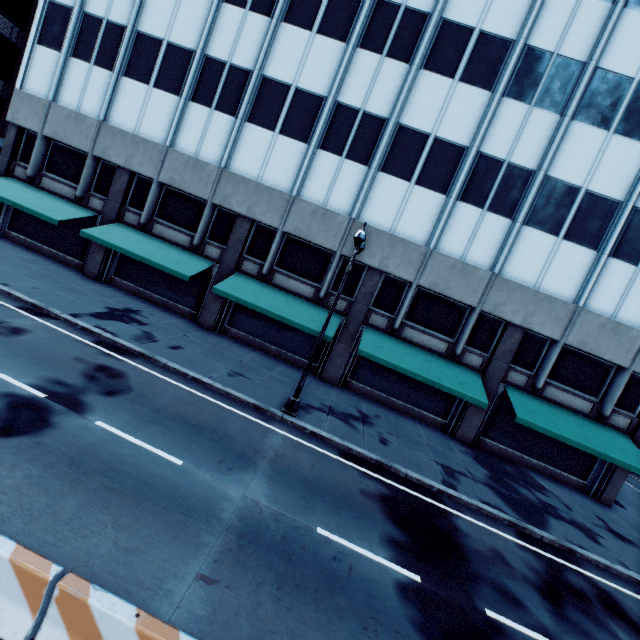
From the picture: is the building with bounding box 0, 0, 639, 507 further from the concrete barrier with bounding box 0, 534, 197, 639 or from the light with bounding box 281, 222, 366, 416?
the concrete barrier with bounding box 0, 534, 197, 639

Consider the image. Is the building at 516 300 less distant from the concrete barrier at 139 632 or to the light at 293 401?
the light at 293 401

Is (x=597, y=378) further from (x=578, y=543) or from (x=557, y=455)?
(x=578, y=543)

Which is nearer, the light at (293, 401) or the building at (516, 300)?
the light at (293, 401)

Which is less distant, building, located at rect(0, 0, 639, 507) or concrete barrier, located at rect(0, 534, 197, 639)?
concrete barrier, located at rect(0, 534, 197, 639)

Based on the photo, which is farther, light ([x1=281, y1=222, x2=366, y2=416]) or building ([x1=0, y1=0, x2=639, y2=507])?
building ([x1=0, y1=0, x2=639, y2=507])

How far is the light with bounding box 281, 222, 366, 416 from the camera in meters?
10.8 m

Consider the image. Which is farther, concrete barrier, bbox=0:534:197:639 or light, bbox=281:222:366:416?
light, bbox=281:222:366:416
